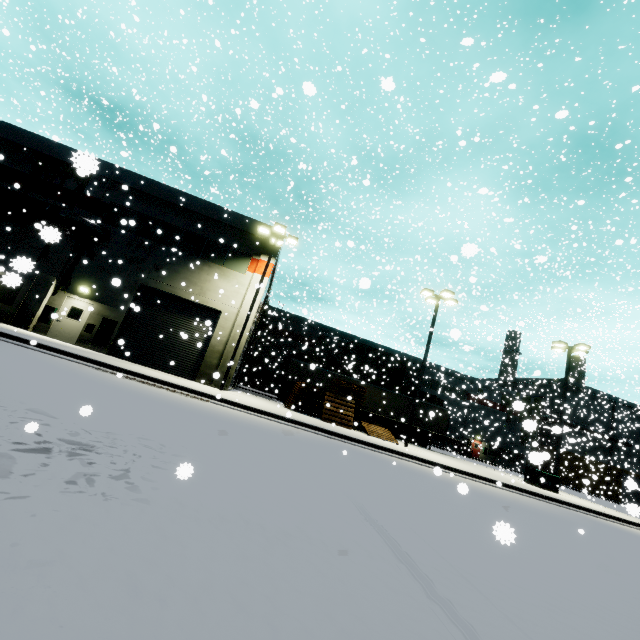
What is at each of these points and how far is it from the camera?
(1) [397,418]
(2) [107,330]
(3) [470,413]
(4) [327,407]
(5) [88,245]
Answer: (1) semi trailer, 28.0m
(2) electrical box, 18.1m
(3) building, 46.2m
(4) pallet, 19.1m
(5) tree, 18.8m

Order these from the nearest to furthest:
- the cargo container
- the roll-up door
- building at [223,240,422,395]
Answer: A: the roll-up door, building at [223,240,422,395], the cargo container

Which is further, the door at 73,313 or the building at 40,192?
the building at 40,192

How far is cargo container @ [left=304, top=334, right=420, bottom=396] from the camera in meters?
32.0 m

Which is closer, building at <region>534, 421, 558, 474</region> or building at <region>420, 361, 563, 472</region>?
building at <region>534, 421, 558, 474</region>

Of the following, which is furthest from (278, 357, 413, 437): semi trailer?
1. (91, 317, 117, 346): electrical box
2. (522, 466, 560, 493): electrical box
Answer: (91, 317, 117, 346): electrical box

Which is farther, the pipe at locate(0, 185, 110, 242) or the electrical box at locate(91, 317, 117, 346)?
the electrical box at locate(91, 317, 117, 346)

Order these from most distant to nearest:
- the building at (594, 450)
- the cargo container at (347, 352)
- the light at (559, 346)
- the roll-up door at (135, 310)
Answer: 1. the building at (594, 450)
2. the cargo container at (347, 352)
3. the light at (559, 346)
4. the roll-up door at (135, 310)
